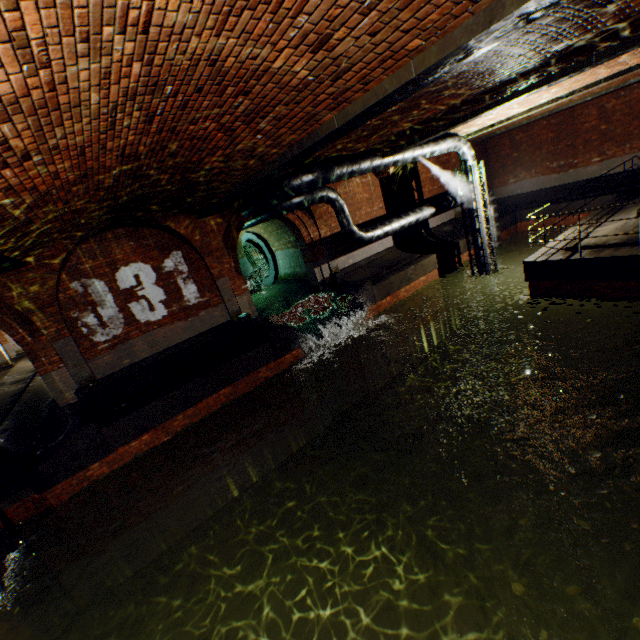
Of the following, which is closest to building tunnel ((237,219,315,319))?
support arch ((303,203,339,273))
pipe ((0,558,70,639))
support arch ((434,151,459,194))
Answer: support arch ((303,203,339,273))

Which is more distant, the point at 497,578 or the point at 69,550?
the point at 69,550

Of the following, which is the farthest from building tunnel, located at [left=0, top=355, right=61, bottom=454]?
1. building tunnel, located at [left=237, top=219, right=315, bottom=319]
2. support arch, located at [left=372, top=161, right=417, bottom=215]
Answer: support arch, located at [left=372, top=161, right=417, bottom=215]

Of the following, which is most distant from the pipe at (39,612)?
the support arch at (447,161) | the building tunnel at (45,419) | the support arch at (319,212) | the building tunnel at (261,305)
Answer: the support arch at (447,161)

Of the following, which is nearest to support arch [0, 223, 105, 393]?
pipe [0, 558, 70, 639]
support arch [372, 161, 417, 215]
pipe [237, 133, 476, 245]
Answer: pipe [0, 558, 70, 639]

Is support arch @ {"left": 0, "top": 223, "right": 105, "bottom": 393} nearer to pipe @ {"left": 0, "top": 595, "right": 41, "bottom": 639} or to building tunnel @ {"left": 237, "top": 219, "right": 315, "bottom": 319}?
building tunnel @ {"left": 237, "top": 219, "right": 315, "bottom": 319}

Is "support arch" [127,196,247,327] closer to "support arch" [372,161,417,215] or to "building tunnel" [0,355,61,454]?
"building tunnel" [0,355,61,454]

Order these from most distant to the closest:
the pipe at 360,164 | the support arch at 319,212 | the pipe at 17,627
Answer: the support arch at 319,212, the pipe at 360,164, the pipe at 17,627
